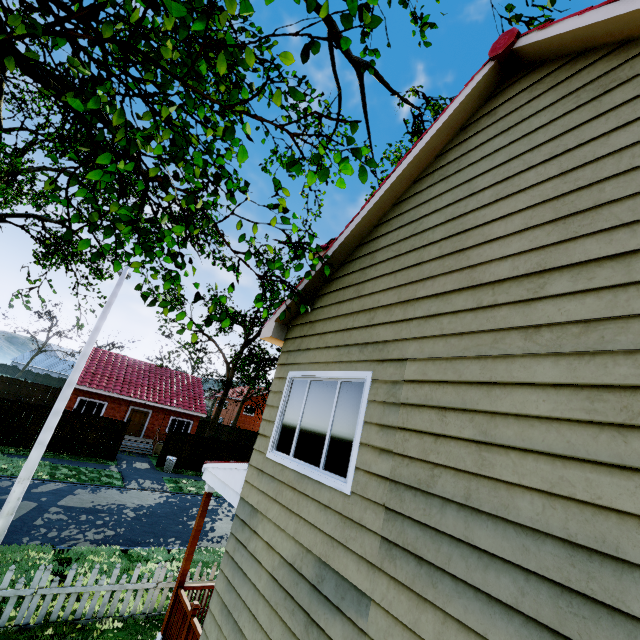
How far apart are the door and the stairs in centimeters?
196cm

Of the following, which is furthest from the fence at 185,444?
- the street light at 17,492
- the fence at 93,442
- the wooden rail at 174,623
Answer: the street light at 17,492

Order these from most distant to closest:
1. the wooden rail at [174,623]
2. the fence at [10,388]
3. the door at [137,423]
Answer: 1. the door at [137,423]
2. the fence at [10,388]
3. the wooden rail at [174,623]

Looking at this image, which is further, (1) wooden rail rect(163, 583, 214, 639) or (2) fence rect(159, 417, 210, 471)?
(2) fence rect(159, 417, 210, 471)

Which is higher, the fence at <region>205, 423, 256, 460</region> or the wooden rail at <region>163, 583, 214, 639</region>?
the fence at <region>205, 423, 256, 460</region>

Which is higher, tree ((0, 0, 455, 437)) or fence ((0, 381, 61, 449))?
tree ((0, 0, 455, 437))

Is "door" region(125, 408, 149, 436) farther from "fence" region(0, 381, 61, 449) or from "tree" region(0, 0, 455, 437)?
"tree" region(0, 0, 455, 437)

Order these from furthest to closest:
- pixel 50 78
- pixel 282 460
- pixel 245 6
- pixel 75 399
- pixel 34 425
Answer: pixel 75 399 → pixel 34 425 → pixel 50 78 → pixel 282 460 → pixel 245 6
